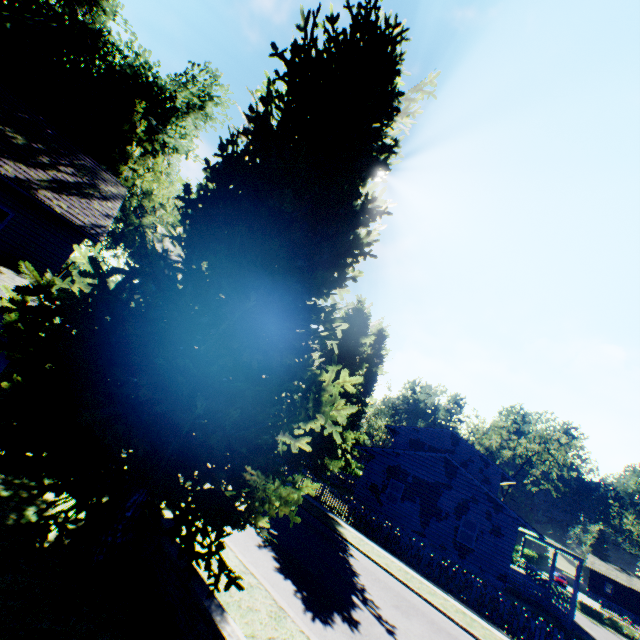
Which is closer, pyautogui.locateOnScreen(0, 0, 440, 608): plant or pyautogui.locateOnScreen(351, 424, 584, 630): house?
pyautogui.locateOnScreen(0, 0, 440, 608): plant

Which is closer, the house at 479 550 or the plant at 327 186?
the plant at 327 186

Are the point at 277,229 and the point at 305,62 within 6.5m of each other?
yes

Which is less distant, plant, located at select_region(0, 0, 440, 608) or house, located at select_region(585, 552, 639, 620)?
plant, located at select_region(0, 0, 440, 608)

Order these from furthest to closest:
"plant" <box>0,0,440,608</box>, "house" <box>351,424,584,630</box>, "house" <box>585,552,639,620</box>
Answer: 1. "house" <box>585,552,639,620</box>
2. "house" <box>351,424,584,630</box>
3. "plant" <box>0,0,440,608</box>

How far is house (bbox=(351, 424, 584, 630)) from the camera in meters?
20.3 m

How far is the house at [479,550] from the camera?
20.3m

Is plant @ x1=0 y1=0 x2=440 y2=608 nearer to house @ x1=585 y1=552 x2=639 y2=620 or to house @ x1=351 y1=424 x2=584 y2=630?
house @ x1=351 y1=424 x2=584 y2=630
